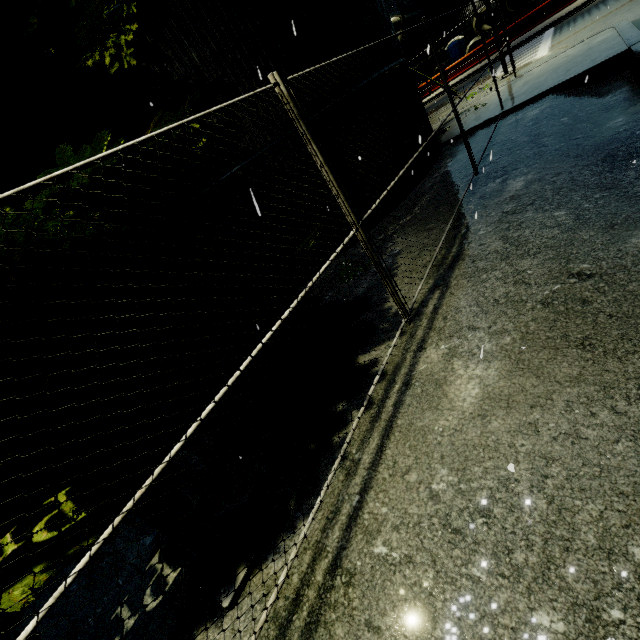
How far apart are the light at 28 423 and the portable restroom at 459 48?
43.19m

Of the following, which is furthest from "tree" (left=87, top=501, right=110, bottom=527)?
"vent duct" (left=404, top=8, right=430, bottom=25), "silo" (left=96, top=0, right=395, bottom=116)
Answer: "vent duct" (left=404, top=8, right=430, bottom=25)

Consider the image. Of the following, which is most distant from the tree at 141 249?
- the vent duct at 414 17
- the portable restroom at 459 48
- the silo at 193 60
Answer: the portable restroom at 459 48

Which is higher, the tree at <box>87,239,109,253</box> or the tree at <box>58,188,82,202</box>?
the tree at <box>58,188,82,202</box>

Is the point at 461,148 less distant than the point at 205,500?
No

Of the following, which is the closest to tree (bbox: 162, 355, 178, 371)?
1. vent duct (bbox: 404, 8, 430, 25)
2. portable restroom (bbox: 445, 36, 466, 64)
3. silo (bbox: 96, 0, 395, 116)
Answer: silo (bbox: 96, 0, 395, 116)

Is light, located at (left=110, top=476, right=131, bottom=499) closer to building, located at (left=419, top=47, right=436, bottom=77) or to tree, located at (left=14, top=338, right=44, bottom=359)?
tree, located at (left=14, top=338, right=44, bottom=359)

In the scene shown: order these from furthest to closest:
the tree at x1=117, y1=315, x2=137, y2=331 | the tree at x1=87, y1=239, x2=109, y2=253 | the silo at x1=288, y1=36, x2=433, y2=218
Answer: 1. the silo at x1=288, y1=36, x2=433, y2=218
2. the tree at x1=117, y1=315, x2=137, y2=331
3. the tree at x1=87, y1=239, x2=109, y2=253
